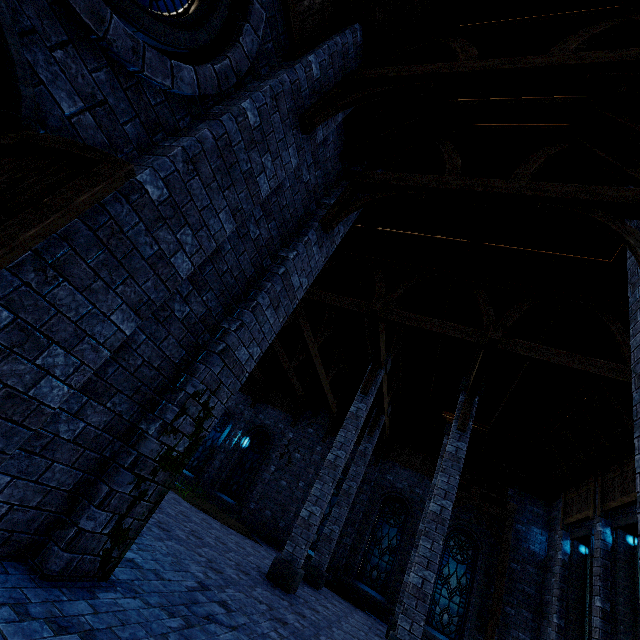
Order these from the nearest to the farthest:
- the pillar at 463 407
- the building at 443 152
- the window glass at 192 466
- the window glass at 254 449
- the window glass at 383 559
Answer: the building at 443 152
the pillar at 463 407
the window glass at 383 559
the window glass at 254 449
the window glass at 192 466

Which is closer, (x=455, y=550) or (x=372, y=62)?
(x=372, y=62)

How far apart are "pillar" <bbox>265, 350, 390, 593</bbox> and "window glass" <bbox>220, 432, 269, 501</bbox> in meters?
9.2

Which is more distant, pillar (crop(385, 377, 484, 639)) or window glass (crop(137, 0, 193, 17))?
pillar (crop(385, 377, 484, 639))

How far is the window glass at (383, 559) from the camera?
13.9 meters

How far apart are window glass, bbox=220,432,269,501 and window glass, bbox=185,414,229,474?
1.5m

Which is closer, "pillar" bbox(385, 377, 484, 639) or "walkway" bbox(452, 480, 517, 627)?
"pillar" bbox(385, 377, 484, 639)

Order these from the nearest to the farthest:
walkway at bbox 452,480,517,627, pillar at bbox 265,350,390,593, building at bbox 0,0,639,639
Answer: building at bbox 0,0,639,639 < pillar at bbox 265,350,390,593 < walkway at bbox 452,480,517,627
